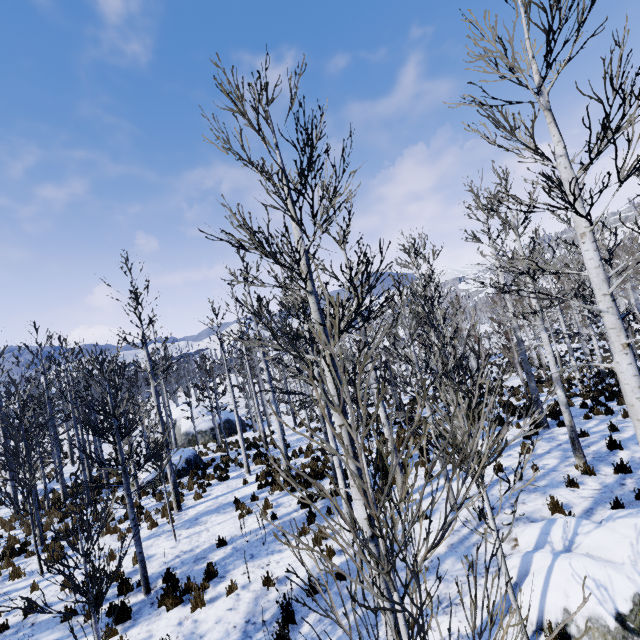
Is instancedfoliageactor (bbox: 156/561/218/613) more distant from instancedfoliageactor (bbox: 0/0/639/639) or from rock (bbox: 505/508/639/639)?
instancedfoliageactor (bbox: 0/0/639/639)

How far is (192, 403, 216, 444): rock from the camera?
28.8 meters

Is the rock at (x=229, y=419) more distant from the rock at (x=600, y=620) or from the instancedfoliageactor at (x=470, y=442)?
the rock at (x=600, y=620)

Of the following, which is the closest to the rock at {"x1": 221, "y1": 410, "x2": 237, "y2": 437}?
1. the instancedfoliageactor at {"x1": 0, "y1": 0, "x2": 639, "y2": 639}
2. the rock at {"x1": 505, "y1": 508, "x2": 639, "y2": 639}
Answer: the instancedfoliageactor at {"x1": 0, "y1": 0, "x2": 639, "y2": 639}

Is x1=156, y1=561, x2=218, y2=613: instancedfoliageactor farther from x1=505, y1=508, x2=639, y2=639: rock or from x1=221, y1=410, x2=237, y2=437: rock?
x1=221, y1=410, x2=237, y2=437: rock

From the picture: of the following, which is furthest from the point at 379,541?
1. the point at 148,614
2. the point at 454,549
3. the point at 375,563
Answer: the point at 148,614

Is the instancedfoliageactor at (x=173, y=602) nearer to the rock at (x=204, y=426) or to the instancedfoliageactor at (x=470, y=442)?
the instancedfoliageactor at (x=470, y=442)
